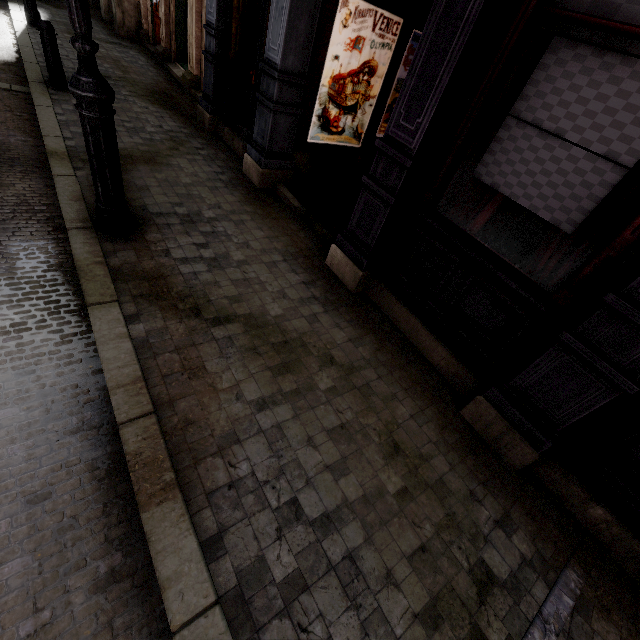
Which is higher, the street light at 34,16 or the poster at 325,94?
the poster at 325,94

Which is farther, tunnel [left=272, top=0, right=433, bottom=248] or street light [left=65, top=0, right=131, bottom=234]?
tunnel [left=272, top=0, right=433, bottom=248]

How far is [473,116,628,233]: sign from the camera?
2.3m

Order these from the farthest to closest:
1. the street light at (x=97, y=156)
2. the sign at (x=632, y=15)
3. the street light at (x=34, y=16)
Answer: the street light at (x=34, y=16) → the street light at (x=97, y=156) → the sign at (x=632, y=15)

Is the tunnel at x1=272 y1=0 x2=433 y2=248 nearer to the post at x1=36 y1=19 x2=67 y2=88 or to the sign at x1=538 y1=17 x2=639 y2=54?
the sign at x1=538 y1=17 x2=639 y2=54

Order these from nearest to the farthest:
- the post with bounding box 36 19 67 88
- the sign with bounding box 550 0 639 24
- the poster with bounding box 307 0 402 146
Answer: the sign with bounding box 550 0 639 24 → the poster with bounding box 307 0 402 146 → the post with bounding box 36 19 67 88

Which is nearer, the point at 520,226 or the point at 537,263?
the point at 537,263

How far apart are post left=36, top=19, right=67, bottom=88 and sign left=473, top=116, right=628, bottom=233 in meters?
7.7 m
